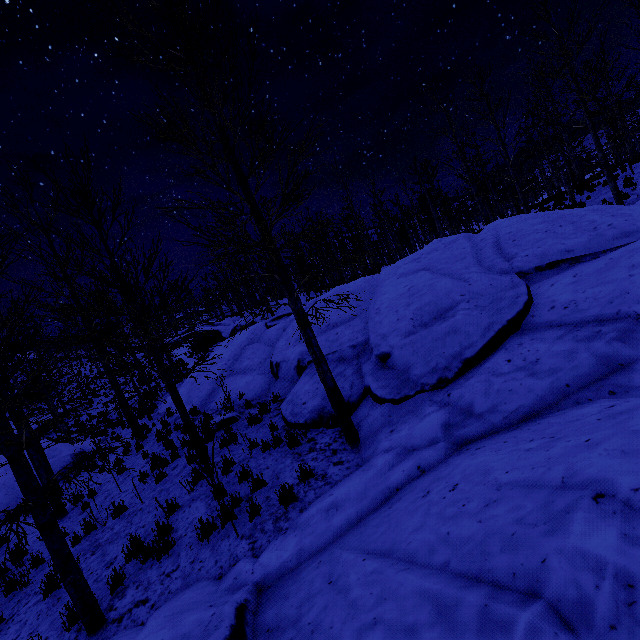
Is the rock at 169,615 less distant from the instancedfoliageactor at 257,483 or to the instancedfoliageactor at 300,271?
the instancedfoliageactor at 257,483

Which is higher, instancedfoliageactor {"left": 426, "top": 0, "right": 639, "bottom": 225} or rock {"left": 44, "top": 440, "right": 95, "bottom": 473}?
Answer: instancedfoliageactor {"left": 426, "top": 0, "right": 639, "bottom": 225}

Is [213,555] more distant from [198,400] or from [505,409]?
[198,400]

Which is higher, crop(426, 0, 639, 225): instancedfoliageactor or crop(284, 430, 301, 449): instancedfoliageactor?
crop(426, 0, 639, 225): instancedfoliageactor

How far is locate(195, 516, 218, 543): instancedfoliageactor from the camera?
5.5 meters

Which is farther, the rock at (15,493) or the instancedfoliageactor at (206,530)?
the rock at (15,493)

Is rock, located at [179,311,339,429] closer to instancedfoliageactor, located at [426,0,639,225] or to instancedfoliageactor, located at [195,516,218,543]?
instancedfoliageactor, located at [195,516,218,543]

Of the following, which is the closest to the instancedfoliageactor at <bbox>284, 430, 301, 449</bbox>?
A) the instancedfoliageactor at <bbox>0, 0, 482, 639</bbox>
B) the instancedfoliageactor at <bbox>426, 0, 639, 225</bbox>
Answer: the instancedfoliageactor at <bbox>0, 0, 482, 639</bbox>
